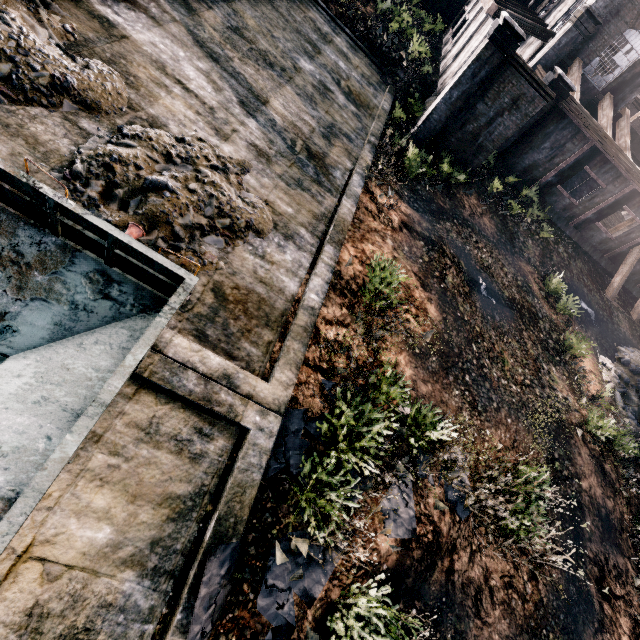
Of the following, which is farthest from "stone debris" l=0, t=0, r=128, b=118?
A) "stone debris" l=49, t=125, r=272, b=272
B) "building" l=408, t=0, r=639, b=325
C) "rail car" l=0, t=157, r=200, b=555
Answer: "building" l=408, t=0, r=639, b=325

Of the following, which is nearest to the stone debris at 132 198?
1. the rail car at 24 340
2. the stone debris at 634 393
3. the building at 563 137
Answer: the rail car at 24 340

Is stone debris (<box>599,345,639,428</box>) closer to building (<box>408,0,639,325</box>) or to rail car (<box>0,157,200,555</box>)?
building (<box>408,0,639,325</box>)

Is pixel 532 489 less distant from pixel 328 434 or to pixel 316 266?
pixel 328 434

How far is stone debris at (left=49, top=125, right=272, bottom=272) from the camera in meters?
6.7 m

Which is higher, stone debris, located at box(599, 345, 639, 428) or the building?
the building

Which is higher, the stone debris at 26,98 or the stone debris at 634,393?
the stone debris at 26,98

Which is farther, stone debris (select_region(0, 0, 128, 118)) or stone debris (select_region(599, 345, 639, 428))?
stone debris (select_region(599, 345, 639, 428))
